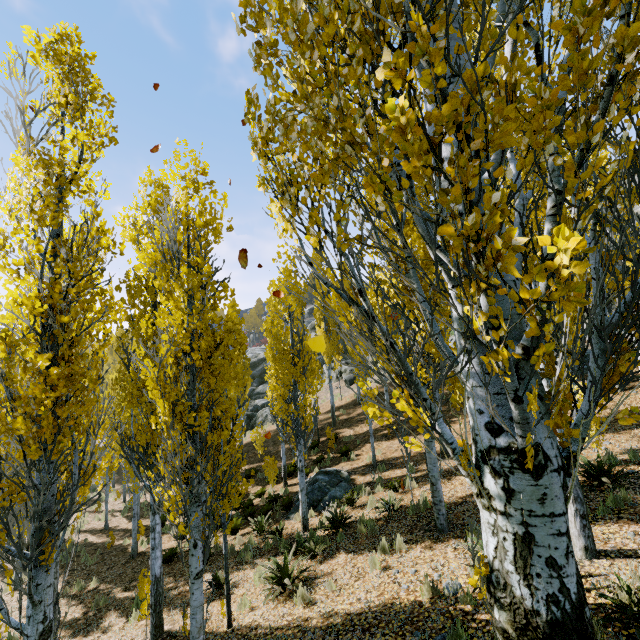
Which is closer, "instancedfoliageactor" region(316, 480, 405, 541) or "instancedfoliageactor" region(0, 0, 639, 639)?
"instancedfoliageactor" region(0, 0, 639, 639)

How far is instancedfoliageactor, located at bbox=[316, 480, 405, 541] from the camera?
9.4 meters

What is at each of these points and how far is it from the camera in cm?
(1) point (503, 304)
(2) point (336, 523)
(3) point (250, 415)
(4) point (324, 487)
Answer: (1) instancedfoliageactor, 255
(2) instancedfoliageactor, 970
(3) rock, 3130
(4) rock, 1302

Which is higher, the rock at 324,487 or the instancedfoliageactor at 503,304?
the instancedfoliageactor at 503,304

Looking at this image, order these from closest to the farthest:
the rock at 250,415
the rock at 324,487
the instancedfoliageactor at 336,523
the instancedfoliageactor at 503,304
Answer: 1. the instancedfoliageactor at 503,304
2. the instancedfoliageactor at 336,523
3. the rock at 324,487
4. the rock at 250,415

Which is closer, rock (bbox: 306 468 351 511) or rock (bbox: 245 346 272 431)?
rock (bbox: 306 468 351 511)

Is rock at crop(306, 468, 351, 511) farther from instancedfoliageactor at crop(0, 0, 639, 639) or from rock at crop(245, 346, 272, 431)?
rock at crop(245, 346, 272, 431)

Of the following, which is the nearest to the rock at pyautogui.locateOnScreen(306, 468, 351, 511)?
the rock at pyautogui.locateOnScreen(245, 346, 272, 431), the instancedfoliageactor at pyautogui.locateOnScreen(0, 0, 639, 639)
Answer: the instancedfoliageactor at pyautogui.locateOnScreen(0, 0, 639, 639)
